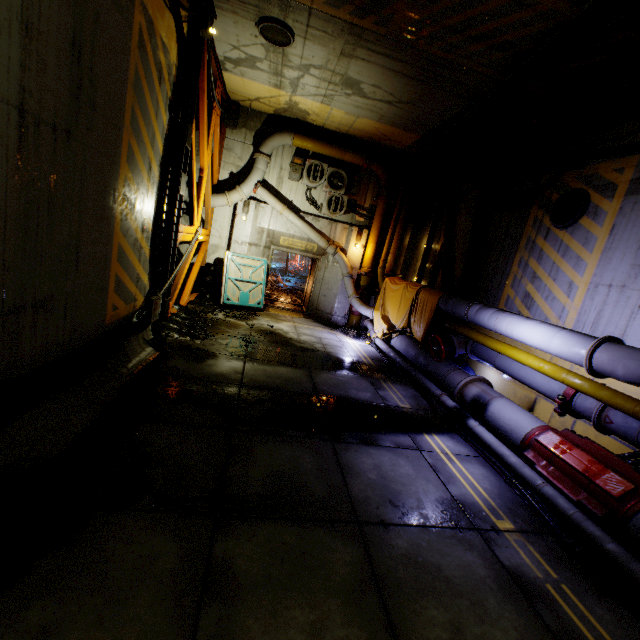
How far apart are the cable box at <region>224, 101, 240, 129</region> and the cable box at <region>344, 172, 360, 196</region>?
4.39m

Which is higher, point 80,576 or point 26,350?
point 26,350

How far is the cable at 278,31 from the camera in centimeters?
667cm

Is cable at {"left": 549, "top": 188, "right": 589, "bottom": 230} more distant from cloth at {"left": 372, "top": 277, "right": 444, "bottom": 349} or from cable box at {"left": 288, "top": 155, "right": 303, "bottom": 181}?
cable box at {"left": 288, "top": 155, "right": 303, "bottom": 181}

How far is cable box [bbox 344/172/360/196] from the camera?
12.3m

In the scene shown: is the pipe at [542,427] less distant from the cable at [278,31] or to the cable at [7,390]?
the cable at [7,390]

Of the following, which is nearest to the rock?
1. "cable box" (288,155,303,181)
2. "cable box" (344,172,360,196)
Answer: "cable box" (288,155,303,181)

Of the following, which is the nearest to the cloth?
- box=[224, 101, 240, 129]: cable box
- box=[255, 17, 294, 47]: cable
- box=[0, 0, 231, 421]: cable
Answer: box=[0, 0, 231, 421]: cable
